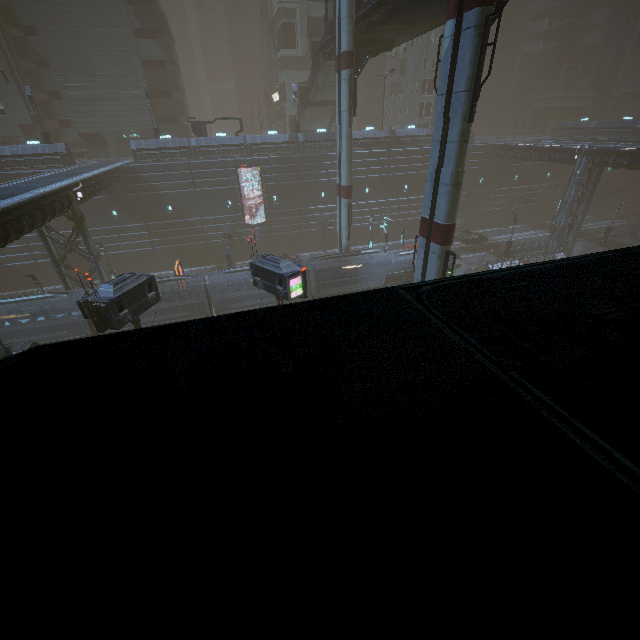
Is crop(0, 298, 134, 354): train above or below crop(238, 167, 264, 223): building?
below

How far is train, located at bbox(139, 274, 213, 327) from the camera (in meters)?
24.30

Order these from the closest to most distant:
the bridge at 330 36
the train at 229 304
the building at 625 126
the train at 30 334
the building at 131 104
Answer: the train at 30 334 < the train at 229 304 < the bridge at 330 36 < the building at 131 104 < the building at 625 126

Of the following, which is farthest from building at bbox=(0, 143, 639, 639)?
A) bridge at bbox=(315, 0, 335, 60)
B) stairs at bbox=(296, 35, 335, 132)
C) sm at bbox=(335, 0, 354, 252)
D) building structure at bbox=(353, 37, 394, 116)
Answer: building structure at bbox=(353, 37, 394, 116)

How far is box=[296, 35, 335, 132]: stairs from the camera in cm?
3216

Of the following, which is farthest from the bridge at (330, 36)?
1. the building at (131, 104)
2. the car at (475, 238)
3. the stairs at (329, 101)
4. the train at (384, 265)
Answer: the car at (475, 238)

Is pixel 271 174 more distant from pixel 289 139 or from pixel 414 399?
pixel 414 399

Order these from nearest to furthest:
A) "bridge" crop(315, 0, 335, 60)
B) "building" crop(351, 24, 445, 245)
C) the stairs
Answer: "bridge" crop(315, 0, 335, 60)
the stairs
"building" crop(351, 24, 445, 245)
